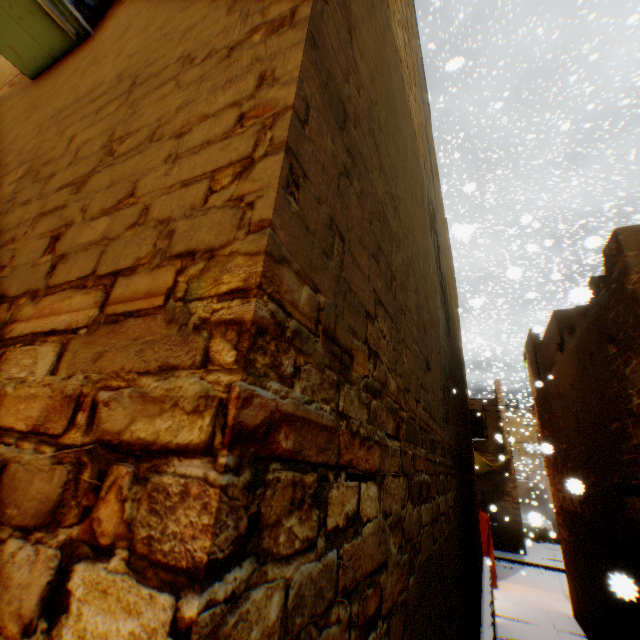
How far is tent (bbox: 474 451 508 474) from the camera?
13.9 meters

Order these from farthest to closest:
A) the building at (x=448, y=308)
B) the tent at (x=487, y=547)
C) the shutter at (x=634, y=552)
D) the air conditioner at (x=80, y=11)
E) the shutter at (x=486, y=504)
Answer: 1. the shutter at (x=486, y=504)
2. the tent at (x=487, y=547)
3. the shutter at (x=634, y=552)
4. the air conditioner at (x=80, y=11)
5. the building at (x=448, y=308)

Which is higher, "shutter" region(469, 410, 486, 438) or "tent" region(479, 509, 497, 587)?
"shutter" region(469, 410, 486, 438)

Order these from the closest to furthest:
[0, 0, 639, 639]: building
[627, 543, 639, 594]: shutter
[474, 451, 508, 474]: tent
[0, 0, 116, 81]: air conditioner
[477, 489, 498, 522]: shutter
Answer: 1. [0, 0, 639, 639]: building
2. [0, 0, 116, 81]: air conditioner
3. [627, 543, 639, 594]: shutter
4. [474, 451, 508, 474]: tent
5. [477, 489, 498, 522]: shutter

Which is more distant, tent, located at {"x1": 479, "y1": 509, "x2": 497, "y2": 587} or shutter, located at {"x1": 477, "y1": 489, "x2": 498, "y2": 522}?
shutter, located at {"x1": 477, "y1": 489, "x2": 498, "y2": 522}

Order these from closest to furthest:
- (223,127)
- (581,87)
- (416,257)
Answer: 1. (223,127)
2. (416,257)
3. (581,87)

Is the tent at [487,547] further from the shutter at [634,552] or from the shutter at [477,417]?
the shutter at [634,552]

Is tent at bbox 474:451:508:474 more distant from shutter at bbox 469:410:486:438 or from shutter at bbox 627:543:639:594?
shutter at bbox 627:543:639:594
